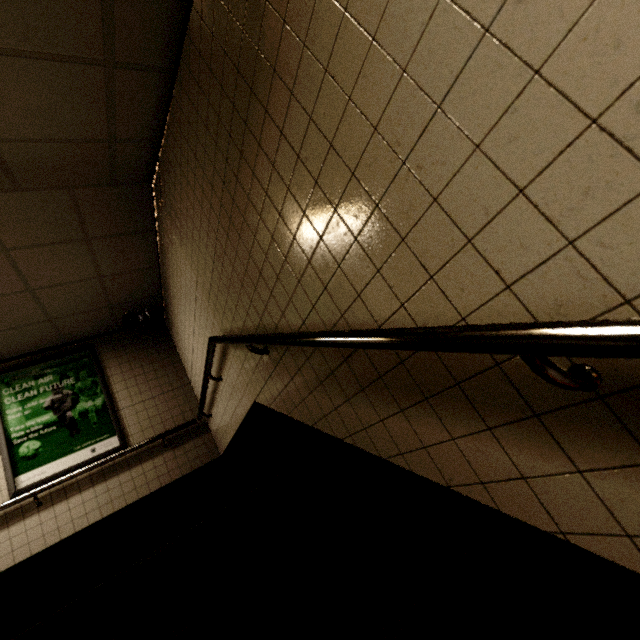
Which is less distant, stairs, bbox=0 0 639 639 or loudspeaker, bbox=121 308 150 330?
stairs, bbox=0 0 639 639

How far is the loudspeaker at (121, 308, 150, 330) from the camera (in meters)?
4.96

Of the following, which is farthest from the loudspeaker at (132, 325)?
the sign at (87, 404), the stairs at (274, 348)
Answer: the stairs at (274, 348)

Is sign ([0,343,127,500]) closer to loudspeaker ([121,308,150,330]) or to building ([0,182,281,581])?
building ([0,182,281,581])

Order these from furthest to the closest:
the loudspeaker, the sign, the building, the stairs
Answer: the loudspeaker
the sign
the building
the stairs

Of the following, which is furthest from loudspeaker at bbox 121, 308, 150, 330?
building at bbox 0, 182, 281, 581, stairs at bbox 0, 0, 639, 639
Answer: stairs at bbox 0, 0, 639, 639

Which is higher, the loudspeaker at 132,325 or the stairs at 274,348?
the loudspeaker at 132,325

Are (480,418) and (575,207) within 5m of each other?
yes
